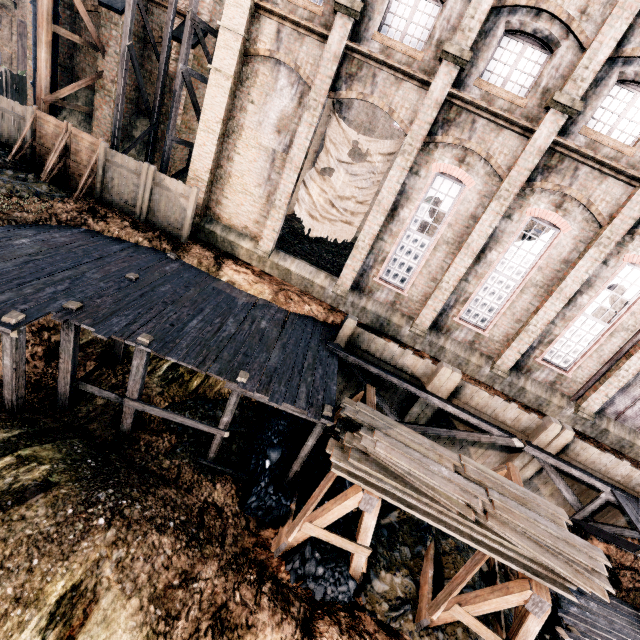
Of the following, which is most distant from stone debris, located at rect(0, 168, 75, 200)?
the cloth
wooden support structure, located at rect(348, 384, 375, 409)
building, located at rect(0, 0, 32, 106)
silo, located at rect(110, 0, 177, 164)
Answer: wooden support structure, located at rect(348, 384, 375, 409)

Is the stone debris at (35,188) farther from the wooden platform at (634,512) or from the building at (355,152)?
the wooden platform at (634,512)

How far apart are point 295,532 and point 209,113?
17.51m

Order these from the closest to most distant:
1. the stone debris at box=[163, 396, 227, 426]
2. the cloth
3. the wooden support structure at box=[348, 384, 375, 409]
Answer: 1. the wooden support structure at box=[348, 384, 375, 409]
2. the stone debris at box=[163, 396, 227, 426]
3. the cloth

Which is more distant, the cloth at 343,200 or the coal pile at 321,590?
the cloth at 343,200

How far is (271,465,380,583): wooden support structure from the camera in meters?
8.8 m

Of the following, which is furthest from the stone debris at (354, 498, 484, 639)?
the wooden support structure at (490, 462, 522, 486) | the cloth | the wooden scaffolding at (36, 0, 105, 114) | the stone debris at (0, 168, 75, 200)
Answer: the wooden scaffolding at (36, 0, 105, 114)

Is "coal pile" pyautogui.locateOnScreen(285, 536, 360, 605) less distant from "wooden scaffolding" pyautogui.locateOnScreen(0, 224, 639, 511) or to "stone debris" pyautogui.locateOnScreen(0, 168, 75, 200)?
"wooden scaffolding" pyautogui.locateOnScreen(0, 224, 639, 511)
